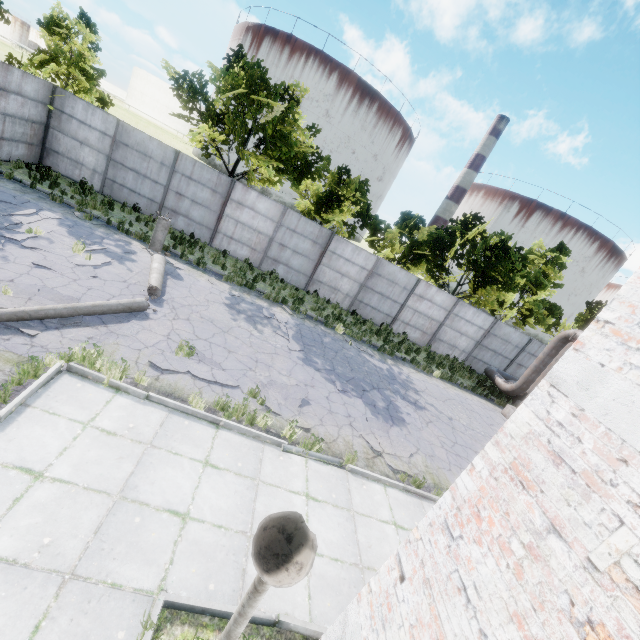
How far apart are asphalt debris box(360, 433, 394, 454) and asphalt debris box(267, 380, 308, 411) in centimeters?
145cm

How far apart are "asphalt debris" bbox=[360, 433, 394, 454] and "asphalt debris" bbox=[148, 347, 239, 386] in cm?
329

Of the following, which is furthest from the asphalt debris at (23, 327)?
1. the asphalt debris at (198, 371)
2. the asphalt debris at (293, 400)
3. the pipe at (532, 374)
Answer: the pipe at (532, 374)

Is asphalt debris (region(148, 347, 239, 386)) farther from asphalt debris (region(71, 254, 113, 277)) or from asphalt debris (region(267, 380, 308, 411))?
asphalt debris (region(71, 254, 113, 277))

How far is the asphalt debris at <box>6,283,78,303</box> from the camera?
7.2m

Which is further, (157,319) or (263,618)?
(157,319)

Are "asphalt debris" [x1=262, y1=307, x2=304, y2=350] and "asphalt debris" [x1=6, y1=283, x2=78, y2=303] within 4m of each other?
no

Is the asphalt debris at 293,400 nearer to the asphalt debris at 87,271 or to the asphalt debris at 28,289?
the asphalt debris at 28,289
